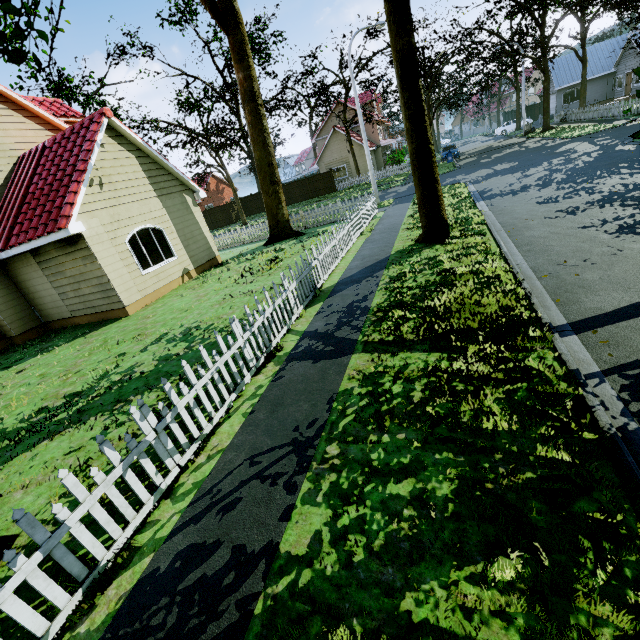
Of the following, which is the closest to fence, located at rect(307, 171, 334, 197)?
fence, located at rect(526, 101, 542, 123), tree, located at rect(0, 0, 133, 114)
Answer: fence, located at rect(526, 101, 542, 123)

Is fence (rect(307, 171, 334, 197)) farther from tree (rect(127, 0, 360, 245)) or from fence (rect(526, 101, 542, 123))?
tree (rect(127, 0, 360, 245))

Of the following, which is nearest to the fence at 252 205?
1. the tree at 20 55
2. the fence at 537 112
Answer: the fence at 537 112

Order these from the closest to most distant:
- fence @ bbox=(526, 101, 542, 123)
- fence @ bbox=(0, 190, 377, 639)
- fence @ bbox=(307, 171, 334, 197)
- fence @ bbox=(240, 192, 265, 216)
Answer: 1. fence @ bbox=(0, 190, 377, 639)
2. fence @ bbox=(307, 171, 334, 197)
3. fence @ bbox=(240, 192, 265, 216)
4. fence @ bbox=(526, 101, 542, 123)

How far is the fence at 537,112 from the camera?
41.7m

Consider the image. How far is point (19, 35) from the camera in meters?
A: 2.9 m

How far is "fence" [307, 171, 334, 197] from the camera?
35.44m

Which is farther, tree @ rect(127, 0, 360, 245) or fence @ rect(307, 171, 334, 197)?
fence @ rect(307, 171, 334, 197)
